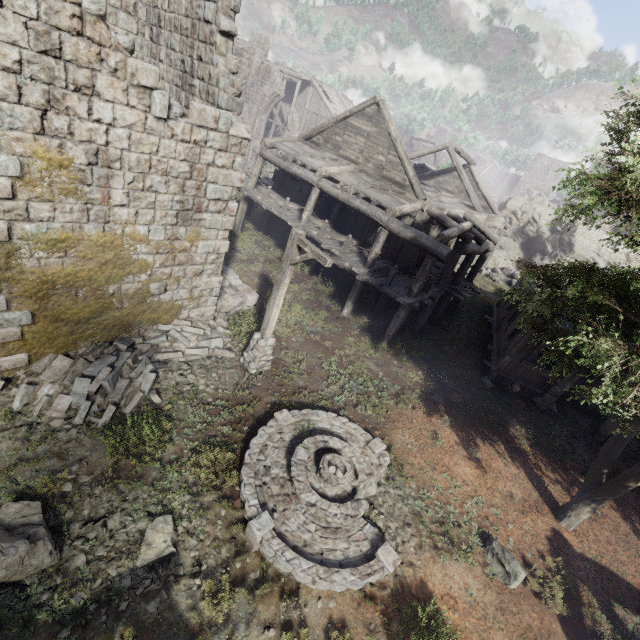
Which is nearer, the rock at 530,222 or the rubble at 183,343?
the rubble at 183,343

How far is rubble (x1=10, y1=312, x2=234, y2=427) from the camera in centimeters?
762cm

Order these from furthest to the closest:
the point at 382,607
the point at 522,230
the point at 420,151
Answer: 1. the point at 522,230
2. the point at 420,151
3. the point at 382,607

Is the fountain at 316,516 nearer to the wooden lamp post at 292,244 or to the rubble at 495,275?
the wooden lamp post at 292,244

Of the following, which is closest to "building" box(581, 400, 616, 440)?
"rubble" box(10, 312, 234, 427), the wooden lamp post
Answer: "rubble" box(10, 312, 234, 427)

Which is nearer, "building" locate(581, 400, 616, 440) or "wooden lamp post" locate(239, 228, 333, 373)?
"wooden lamp post" locate(239, 228, 333, 373)

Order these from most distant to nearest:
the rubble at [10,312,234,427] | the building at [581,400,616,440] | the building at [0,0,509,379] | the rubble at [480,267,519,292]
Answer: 1. the rubble at [480,267,519,292]
2. the building at [581,400,616,440]
3. the rubble at [10,312,234,427]
4. the building at [0,0,509,379]

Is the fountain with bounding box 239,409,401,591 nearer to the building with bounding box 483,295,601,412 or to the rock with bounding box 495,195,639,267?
the building with bounding box 483,295,601,412
